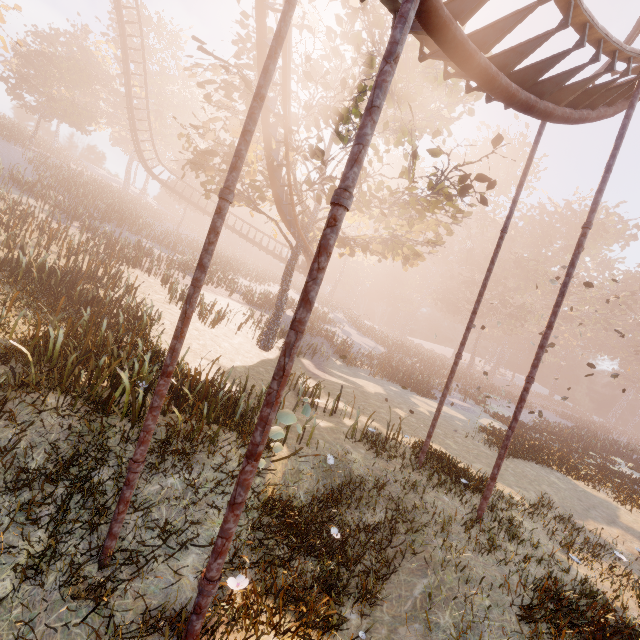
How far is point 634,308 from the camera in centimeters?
5812cm

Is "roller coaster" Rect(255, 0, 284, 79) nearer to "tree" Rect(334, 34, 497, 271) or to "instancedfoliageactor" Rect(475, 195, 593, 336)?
"tree" Rect(334, 34, 497, 271)

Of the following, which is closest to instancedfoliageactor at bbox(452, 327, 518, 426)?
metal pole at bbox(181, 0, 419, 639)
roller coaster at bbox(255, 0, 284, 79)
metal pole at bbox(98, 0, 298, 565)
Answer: roller coaster at bbox(255, 0, 284, 79)

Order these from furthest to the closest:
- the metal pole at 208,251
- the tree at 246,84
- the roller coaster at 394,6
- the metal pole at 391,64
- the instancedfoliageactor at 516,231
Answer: the instancedfoliageactor at 516,231 < the tree at 246,84 < the roller coaster at 394,6 < the metal pole at 208,251 < the metal pole at 391,64

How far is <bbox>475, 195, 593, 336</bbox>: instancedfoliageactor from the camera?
47.75m

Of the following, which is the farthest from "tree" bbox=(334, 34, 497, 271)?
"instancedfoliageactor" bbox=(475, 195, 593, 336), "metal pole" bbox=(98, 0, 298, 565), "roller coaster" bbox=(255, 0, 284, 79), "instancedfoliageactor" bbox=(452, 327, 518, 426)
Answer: "instancedfoliageactor" bbox=(475, 195, 593, 336)

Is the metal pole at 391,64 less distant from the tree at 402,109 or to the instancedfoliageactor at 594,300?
the tree at 402,109

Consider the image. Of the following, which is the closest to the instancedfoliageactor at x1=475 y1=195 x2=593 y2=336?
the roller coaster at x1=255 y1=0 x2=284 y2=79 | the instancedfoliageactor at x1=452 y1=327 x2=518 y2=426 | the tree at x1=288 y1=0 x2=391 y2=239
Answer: the instancedfoliageactor at x1=452 y1=327 x2=518 y2=426
